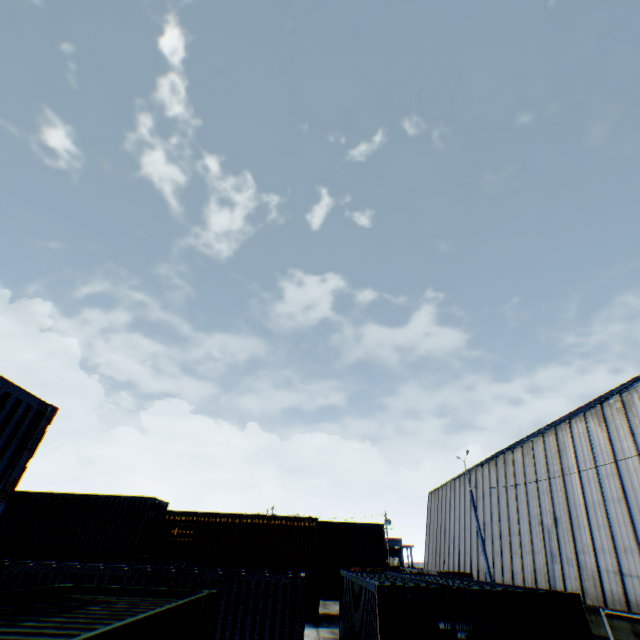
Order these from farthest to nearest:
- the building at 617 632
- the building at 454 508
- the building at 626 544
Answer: the building at 454 508
the building at 626 544
the building at 617 632

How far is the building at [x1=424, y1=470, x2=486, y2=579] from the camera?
29.8m

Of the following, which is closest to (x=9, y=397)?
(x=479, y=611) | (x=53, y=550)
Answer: (x=479, y=611)

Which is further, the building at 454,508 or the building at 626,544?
the building at 454,508

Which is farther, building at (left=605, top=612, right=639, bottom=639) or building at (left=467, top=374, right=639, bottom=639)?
building at (left=467, top=374, right=639, bottom=639)

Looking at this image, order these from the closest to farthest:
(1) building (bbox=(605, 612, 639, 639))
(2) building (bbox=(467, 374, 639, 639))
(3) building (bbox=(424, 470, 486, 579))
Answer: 1. (1) building (bbox=(605, 612, 639, 639))
2. (2) building (bbox=(467, 374, 639, 639))
3. (3) building (bbox=(424, 470, 486, 579))
